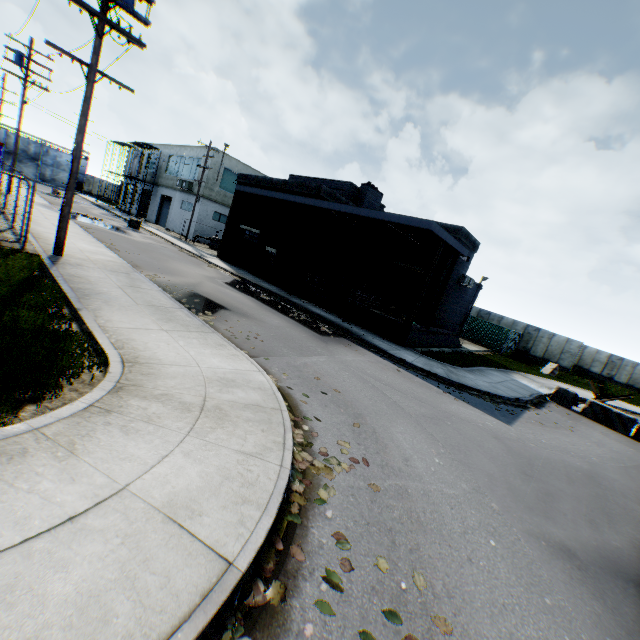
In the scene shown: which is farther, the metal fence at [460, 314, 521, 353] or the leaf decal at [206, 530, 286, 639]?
the metal fence at [460, 314, 521, 353]

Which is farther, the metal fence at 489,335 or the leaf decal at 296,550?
the metal fence at 489,335

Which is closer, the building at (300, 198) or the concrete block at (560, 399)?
the concrete block at (560, 399)

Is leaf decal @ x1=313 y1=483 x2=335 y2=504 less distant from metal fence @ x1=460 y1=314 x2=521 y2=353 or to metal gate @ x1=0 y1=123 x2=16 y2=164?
metal fence @ x1=460 y1=314 x2=521 y2=353

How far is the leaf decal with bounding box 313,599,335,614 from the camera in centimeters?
293cm

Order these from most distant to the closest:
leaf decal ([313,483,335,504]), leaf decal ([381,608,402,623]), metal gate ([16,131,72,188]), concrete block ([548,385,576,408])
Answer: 1. metal gate ([16,131,72,188])
2. concrete block ([548,385,576,408])
3. leaf decal ([313,483,335,504])
4. leaf decal ([381,608,402,623])

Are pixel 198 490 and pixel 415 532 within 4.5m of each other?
yes

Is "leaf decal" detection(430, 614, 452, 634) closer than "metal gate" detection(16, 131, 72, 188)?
Yes
